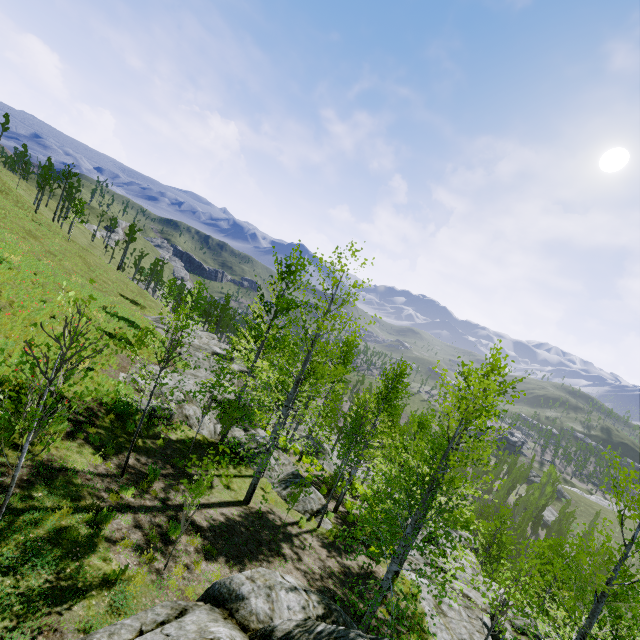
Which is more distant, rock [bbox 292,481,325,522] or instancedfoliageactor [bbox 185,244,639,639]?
rock [bbox 292,481,325,522]

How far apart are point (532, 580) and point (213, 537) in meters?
10.2

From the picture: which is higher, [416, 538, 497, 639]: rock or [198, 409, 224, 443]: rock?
[198, 409, 224, 443]: rock

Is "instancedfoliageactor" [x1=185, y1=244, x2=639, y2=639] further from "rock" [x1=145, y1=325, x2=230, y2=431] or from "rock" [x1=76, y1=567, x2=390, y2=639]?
"rock" [x1=76, y1=567, x2=390, y2=639]

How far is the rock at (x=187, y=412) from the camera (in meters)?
16.12

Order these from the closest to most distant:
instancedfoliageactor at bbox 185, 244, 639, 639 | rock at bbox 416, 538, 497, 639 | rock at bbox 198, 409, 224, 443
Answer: instancedfoliageactor at bbox 185, 244, 639, 639
rock at bbox 416, 538, 497, 639
rock at bbox 198, 409, 224, 443

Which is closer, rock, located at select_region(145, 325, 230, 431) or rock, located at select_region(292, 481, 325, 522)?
rock, located at select_region(292, 481, 325, 522)

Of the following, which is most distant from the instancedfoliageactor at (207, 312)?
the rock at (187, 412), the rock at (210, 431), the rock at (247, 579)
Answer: the rock at (247, 579)
